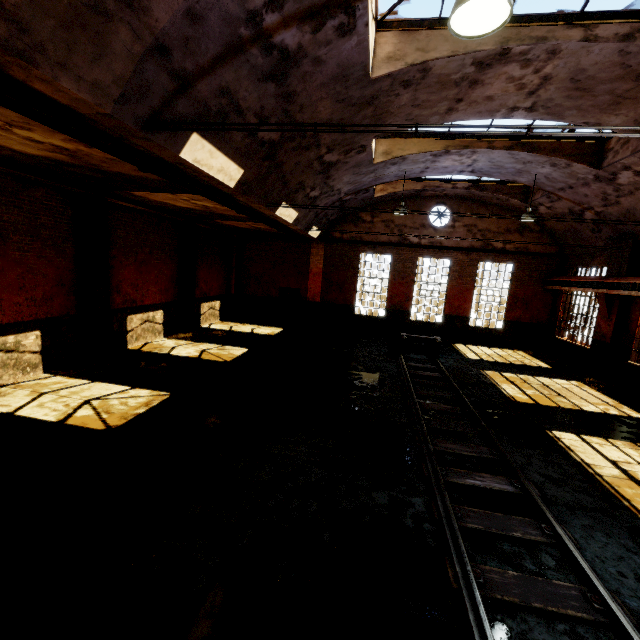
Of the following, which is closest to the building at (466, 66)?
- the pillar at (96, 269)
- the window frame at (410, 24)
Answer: the window frame at (410, 24)

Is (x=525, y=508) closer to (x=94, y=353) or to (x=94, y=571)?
(x=94, y=571)

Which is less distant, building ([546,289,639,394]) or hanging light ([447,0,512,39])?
hanging light ([447,0,512,39])

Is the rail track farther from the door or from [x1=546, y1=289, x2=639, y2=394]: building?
the door

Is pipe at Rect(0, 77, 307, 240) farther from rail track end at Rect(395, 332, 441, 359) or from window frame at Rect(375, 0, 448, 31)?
rail track end at Rect(395, 332, 441, 359)

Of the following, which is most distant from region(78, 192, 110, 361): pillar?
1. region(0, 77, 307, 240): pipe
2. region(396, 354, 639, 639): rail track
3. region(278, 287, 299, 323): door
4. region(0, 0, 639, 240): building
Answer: region(278, 287, 299, 323): door

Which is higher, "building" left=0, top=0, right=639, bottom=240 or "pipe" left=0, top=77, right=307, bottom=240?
"building" left=0, top=0, right=639, bottom=240

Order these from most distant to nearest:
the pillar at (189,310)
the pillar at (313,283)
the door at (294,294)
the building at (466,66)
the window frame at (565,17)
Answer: the door at (294,294)
the pillar at (313,283)
the pillar at (189,310)
the window frame at (565,17)
the building at (466,66)
